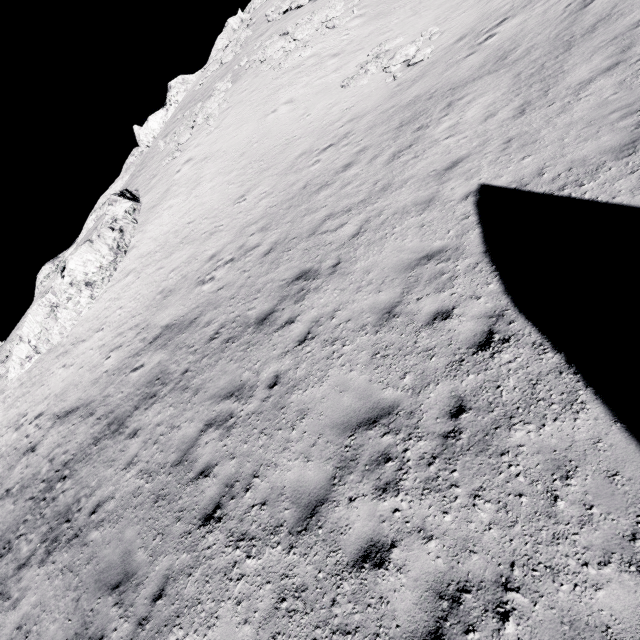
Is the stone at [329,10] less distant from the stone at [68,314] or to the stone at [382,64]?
the stone at [382,64]

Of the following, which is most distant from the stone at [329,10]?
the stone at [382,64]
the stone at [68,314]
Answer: the stone at [68,314]

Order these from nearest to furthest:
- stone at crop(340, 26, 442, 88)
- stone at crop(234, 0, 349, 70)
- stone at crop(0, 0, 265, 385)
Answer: stone at crop(340, 26, 442, 88), stone at crop(0, 0, 265, 385), stone at crop(234, 0, 349, 70)

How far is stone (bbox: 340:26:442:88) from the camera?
16.06m

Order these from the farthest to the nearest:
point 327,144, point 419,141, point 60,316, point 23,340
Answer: point 23,340, point 60,316, point 327,144, point 419,141

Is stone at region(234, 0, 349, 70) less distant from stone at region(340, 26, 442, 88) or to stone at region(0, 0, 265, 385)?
stone at region(340, 26, 442, 88)

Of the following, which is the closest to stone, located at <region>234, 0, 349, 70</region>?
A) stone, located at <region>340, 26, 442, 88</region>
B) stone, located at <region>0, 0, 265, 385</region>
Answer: stone, located at <region>340, 26, 442, 88</region>
